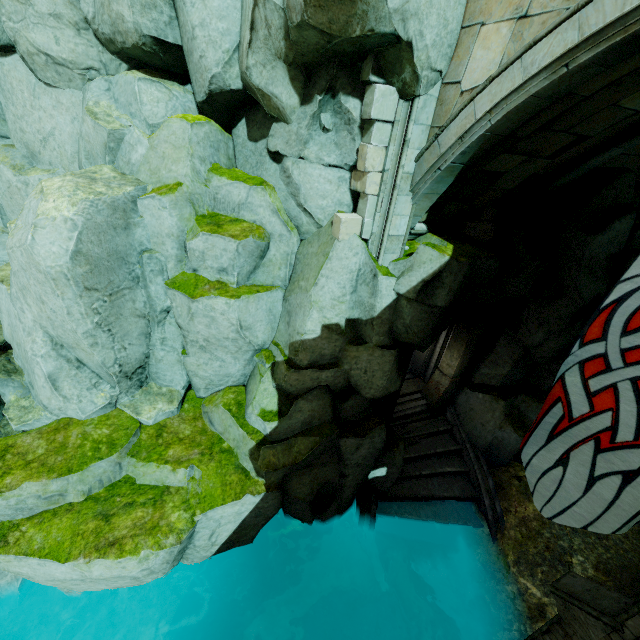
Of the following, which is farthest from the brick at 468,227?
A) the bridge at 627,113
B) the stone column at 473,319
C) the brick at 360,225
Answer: the brick at 360,225

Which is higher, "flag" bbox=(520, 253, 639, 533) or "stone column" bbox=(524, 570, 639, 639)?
"flag" bbox=(520, 253, 639, 533)

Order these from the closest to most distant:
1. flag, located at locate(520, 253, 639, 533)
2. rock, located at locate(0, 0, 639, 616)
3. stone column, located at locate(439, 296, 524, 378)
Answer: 1. flag, located at locate(520, 253, 639, 533)
2. rock, located at locate(0, 0, 639, 616)
3. stone column, located at locate(439, 296, 524, 378)

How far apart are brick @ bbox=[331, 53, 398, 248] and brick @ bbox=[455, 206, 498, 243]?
2.4m

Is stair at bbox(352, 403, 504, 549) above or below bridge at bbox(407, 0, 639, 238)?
below

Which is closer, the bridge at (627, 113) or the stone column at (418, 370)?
the bridge at (627, 113)

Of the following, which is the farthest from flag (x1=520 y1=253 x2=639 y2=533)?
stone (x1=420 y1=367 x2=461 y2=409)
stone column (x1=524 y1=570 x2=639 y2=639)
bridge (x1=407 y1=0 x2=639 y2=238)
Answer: stone (x1=420 y1=367 x2=461 y2=409)

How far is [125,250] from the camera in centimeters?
694cm
